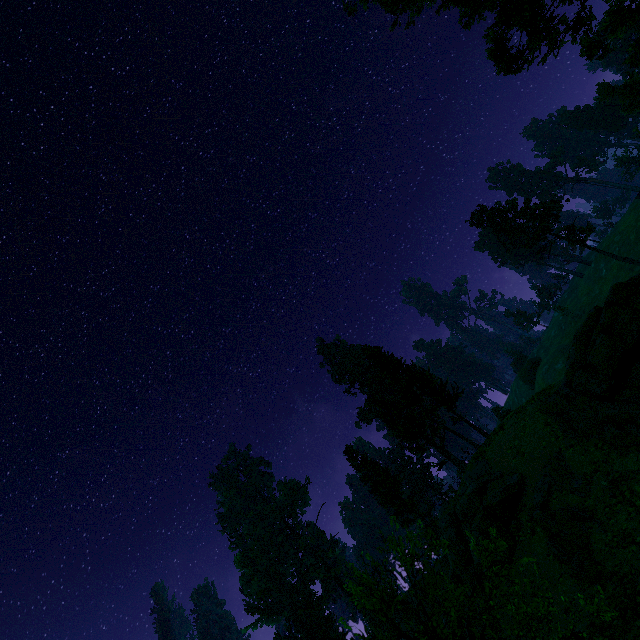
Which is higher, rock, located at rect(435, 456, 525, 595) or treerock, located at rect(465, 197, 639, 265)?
treerock, located at rect(465, 197, 639, 265)

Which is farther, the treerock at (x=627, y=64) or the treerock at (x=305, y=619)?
the treerock at (x=305, y=619)

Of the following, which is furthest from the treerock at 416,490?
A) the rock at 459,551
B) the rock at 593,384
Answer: the rock at 593,384

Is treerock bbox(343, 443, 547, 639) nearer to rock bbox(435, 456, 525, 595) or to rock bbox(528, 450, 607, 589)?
rock bbox(435, 456, 525, 595)

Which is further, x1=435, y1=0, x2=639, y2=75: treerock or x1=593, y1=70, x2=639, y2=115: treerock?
x1=593, y1=70, x2=639, y2=115: treerock

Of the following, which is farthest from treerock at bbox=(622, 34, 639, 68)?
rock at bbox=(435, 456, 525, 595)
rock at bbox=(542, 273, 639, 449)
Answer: rock at bbox=(542, 273, 639, 449)

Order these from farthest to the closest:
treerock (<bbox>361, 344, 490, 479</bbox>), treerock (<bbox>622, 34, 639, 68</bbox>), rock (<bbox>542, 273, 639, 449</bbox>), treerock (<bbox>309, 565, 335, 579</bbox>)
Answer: treerock (<bbox>309, 565, 335, 579</bbox>), treerock (<bbox>361, 344, 490, 479</bbox>), rock (<bbox>542, 273, 639, 449</bbox>), treerock (<bbox>622, 34, 639, 68</bbox>)

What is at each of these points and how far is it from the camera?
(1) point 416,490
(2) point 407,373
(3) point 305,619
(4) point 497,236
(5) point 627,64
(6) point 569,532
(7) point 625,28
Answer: (1) treerock, 41.28m
(2) treerock, 35.34m
(3) treerock, 59.44m
(4) treerock, 49.97m
(5) treerock, 15.71m
(6) rock, 18.30m
(7) treerock, 15.51m
